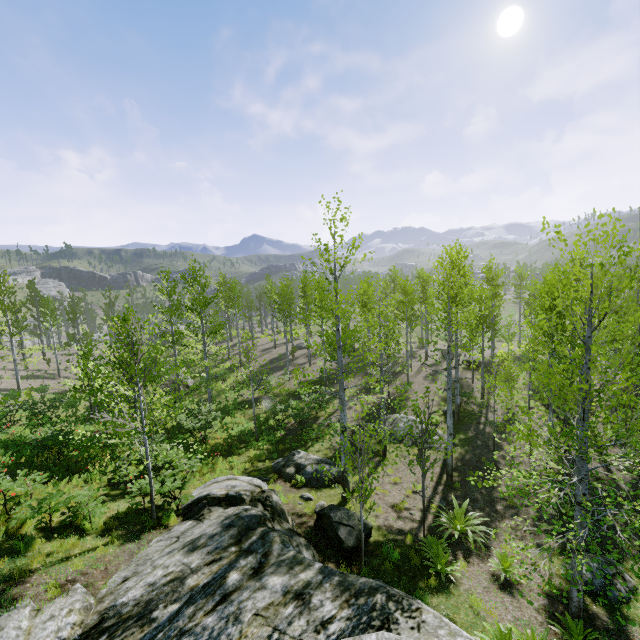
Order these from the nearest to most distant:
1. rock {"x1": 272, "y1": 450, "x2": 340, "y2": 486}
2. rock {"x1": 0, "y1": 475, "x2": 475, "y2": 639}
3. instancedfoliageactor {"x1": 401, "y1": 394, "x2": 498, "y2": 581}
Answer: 1. rock {"x1": 0, "y1": 475, "x2": 475, "y2": 639}
2. instancedfoliageactor {"x1": 401, "y1": 394, "x2": 498, "y2": 581}
3. rock {"x1": 272, "y1": 450, "x2": 340, "y2": 486}

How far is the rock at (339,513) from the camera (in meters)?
9.19

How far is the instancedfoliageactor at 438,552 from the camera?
9.0m

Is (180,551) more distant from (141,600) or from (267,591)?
(267,591)

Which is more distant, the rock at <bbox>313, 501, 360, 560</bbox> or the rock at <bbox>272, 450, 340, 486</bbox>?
the rock at <bbox>272, 450, 340, 486</bbox>

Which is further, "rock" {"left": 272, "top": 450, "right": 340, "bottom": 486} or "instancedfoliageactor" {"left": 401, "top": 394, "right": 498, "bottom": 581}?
"rock" {"left": 272, "top": 450, "right": 340, "bottom": 486}

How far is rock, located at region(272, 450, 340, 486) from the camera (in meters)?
13.35

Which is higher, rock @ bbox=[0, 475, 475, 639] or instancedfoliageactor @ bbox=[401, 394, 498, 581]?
rock @ bbox=[0, 475, 475, 639]
